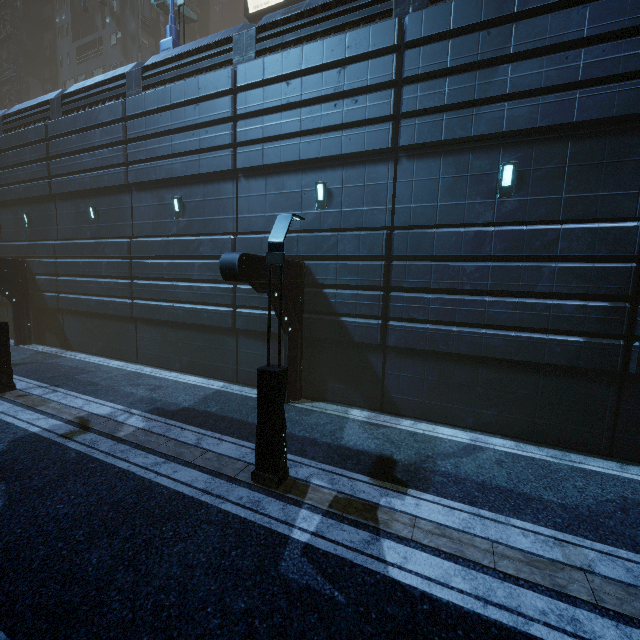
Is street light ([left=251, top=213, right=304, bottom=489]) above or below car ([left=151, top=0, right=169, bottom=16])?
below

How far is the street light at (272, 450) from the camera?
6.3m

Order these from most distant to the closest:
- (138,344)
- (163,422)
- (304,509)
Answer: (138,344) → (163,422) → (304,509)

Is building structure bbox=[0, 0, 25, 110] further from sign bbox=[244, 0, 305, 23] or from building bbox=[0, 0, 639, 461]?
sign bbox=[244, 0, 305, 23]

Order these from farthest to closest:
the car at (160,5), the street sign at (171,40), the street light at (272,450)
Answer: the car at (160,5), the street sign at (171,40), the street light at (272,450)

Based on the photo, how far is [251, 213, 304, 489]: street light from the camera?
6.3 meters

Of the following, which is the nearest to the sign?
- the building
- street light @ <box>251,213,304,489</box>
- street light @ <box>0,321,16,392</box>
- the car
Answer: the building

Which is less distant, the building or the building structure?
the building
